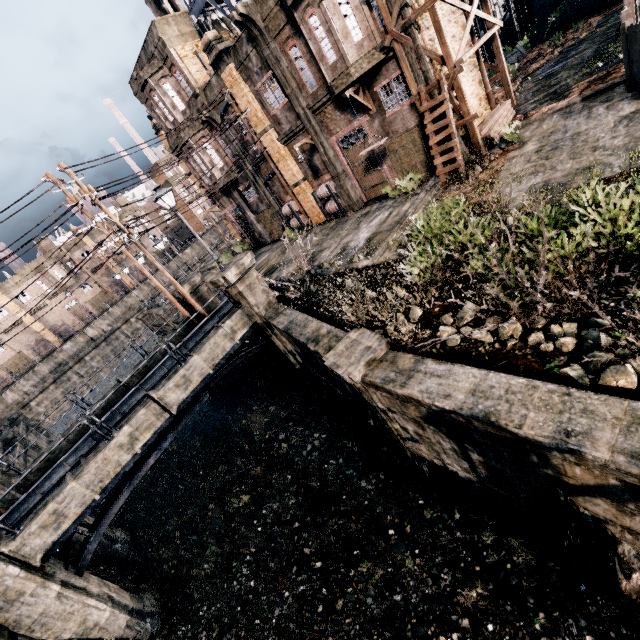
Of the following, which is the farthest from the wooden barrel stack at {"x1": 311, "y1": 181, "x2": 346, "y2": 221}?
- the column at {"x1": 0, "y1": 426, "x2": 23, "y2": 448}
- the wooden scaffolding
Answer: the column at {"x1": 0, "y1": 426, "x2": 23, "y2": 448}

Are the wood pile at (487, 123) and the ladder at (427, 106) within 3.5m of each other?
yes

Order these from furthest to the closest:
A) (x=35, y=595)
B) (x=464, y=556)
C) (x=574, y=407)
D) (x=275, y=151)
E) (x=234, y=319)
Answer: (x=275, y=151)
(x=234, y=319)
(x=35, y=595)
(x=464, y=556)
(x=574, y=407)

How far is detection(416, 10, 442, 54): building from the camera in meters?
14.4

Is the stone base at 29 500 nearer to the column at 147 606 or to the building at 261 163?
the column at 147 606

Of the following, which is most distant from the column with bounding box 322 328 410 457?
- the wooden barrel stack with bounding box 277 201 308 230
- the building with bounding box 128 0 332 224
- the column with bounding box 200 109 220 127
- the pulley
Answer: the column with bounding box 200 109 220 127

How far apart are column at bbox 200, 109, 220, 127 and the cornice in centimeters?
750cm
